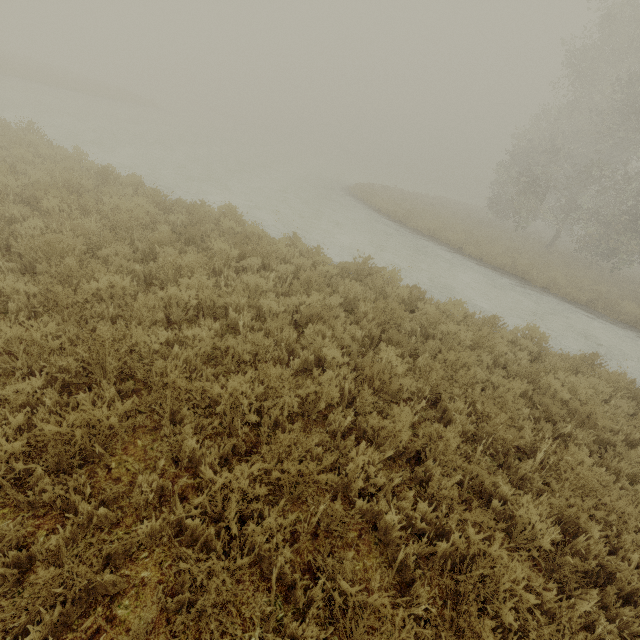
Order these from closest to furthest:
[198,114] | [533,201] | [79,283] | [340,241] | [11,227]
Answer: [79,283] → [11,227] → [340,241] → [533,201] → [198,114]
